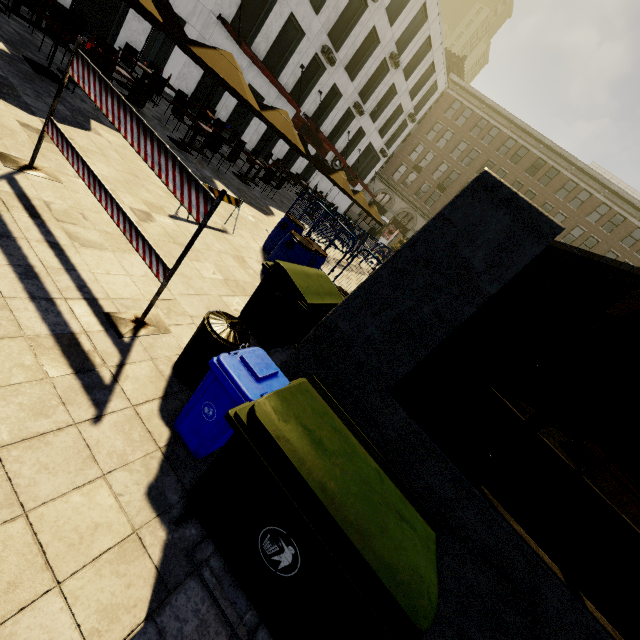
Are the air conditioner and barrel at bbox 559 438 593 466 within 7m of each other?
no

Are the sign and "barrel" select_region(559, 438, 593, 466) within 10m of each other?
no

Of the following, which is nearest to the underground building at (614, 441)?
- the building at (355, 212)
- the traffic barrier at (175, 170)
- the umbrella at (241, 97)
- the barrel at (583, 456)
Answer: the traffic barrier at (175, 170)

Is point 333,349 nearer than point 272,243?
Yes

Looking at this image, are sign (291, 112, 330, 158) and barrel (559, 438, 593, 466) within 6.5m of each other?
no

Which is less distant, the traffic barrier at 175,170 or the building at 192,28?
the traffic barrier at 175,170

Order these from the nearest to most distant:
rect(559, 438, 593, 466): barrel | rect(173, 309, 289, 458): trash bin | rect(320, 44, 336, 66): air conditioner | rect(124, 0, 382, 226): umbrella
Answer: rect(173, 309, 289, 458): trash bin → rect(124, 0, 382, 226): umbrella → rect(559, 438, 593, 466): barrel → rect(320, 44, 336, 66): air conditioner

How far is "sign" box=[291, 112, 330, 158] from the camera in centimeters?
2242cm
